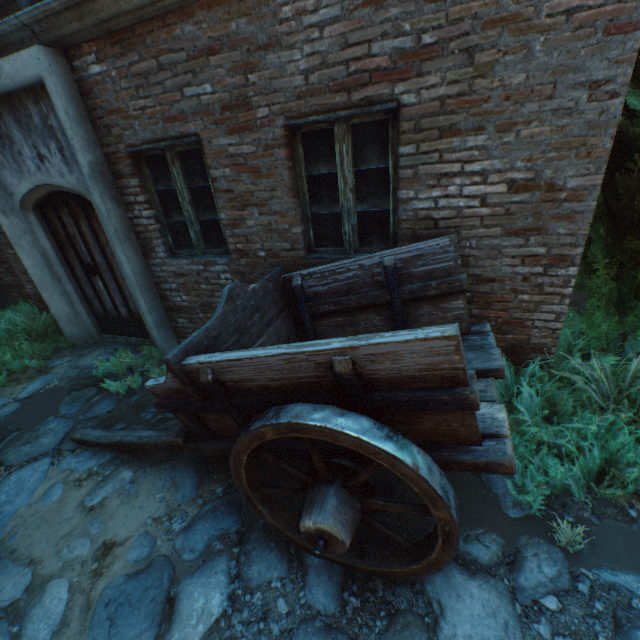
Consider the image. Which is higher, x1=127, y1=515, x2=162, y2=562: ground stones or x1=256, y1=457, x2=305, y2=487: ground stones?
x1=127, y1=515, x2=162, y2=562: ground stones

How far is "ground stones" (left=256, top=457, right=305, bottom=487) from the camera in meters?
2.8 m

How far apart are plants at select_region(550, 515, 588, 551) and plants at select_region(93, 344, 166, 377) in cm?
Answer: 497

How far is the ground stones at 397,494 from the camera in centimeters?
255cm

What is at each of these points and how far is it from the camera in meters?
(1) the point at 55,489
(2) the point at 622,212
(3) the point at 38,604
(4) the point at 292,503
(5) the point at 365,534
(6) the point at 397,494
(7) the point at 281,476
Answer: (1) ground stones, 3.0 m
(2) tree, 2.7 m
(3) ground stones, 2.2 m
(4) ground stones, 2.7 m
(5) ground stones, 2.4 m
(6) ground stones, 2.6 m
(7) ground stones, 2.9 m

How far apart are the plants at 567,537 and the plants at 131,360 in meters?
5.0 m

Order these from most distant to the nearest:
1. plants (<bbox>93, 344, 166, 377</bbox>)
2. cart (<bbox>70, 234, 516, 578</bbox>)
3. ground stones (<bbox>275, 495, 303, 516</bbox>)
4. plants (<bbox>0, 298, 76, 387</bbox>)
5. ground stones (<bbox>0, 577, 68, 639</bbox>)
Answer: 1. plants (<bbox>0, 298, 76, 387</bbox>)
2. plants (<bbox>93, 344, 166, 377</bbox>)
3. ground stones (<bbox>275, 495, 303, 516</bbox>)
4. ground stones (<bbox>0, 577, 68, 639</bbox>)
5. cart (<bbox>70, 234, 516, 578</bbox>)
